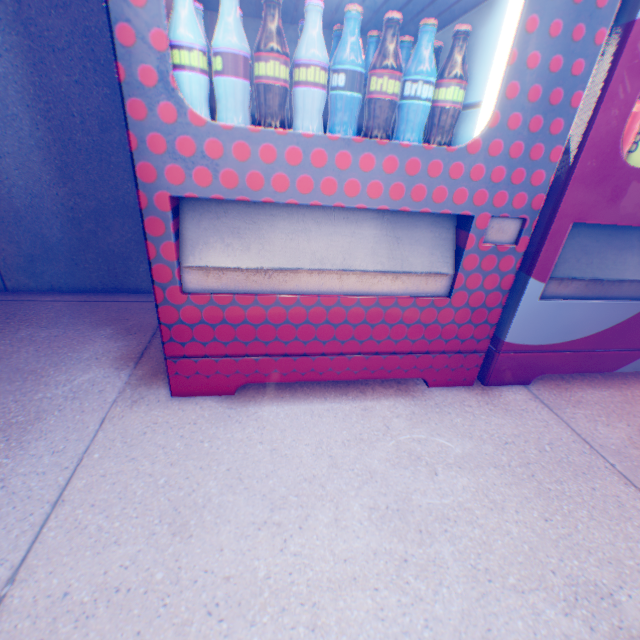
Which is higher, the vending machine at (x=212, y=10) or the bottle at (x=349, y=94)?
the vending machine at (x=212, y=10)

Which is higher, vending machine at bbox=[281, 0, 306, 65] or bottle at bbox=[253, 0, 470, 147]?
vending machine at bbox=[281, 0, 306, 65]

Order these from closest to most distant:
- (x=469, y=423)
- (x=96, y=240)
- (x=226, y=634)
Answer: (x=226, y=634), (x=469, y=423), (x=96, y=240)

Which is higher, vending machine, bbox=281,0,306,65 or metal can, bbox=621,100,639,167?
vending machine, bbox=281,0,306,65

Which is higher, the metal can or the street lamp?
the street lamp

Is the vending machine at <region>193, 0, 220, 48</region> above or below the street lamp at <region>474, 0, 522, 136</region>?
above

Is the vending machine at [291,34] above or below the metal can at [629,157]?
above
